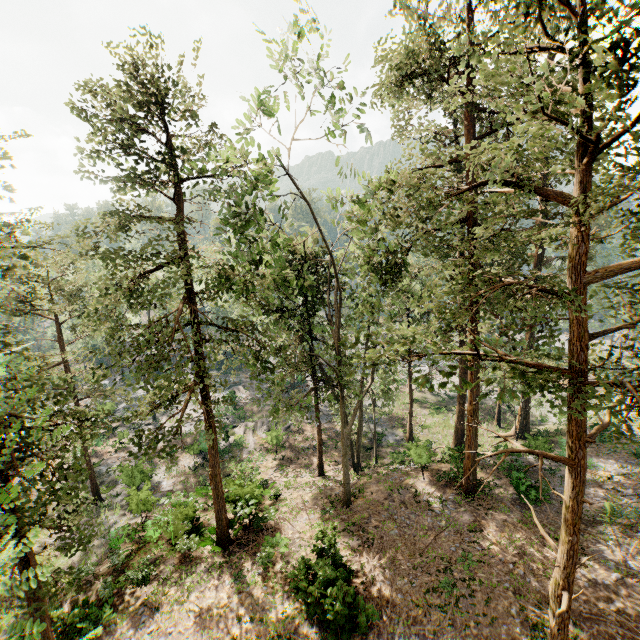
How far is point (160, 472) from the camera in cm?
2773
